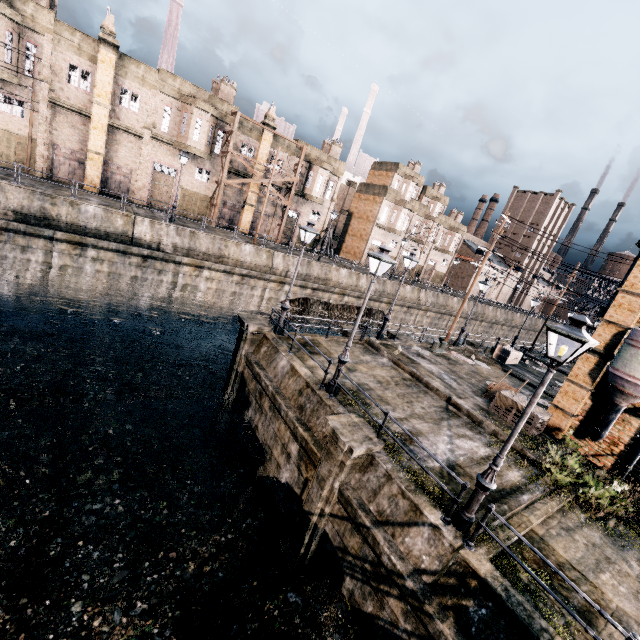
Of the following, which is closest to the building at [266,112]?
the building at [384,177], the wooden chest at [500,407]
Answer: the building at [384,177]

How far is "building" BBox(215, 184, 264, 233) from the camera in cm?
3766

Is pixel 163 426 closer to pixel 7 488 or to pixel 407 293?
pixel 7 488

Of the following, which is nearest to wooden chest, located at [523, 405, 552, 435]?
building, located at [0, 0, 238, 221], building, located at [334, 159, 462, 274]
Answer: building, located at [0, 0, 238, 221]

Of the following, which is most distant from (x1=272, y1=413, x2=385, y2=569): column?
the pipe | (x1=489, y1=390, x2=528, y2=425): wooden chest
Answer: the pipe

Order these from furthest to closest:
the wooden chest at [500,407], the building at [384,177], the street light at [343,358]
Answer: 1. the building at [384,177]
2. the wooden chest at [500,407]
3. the street light at [343,358]

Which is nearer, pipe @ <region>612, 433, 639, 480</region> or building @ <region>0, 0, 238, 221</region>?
pipe @ <region>612, 433, 639, 480</region>

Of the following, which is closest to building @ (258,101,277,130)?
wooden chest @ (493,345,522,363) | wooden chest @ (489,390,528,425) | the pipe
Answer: wooden chest @ (493,345,522,363)
